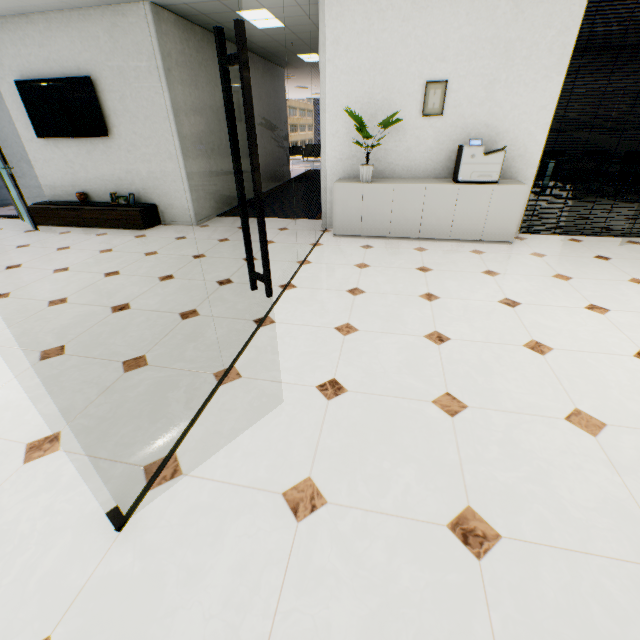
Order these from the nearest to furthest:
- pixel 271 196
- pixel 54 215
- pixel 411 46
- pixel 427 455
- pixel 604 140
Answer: pixel 427 455
pixel 411 46
pixel 54 215
pixel 271 196
pixel 604 140

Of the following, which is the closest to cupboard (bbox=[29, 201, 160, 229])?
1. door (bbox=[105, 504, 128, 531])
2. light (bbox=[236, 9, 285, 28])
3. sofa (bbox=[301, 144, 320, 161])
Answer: light (bbox=[236, 9, 285, 28])

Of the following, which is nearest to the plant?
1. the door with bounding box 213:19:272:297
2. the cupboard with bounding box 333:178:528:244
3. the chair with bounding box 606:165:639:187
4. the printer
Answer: the cupboard with bounding box 333:178:528:244

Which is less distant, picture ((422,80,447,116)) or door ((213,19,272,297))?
door ((213,19,272,297))

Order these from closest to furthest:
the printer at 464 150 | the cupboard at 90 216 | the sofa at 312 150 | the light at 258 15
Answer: the printer at 464 150 < the light at 258 15 < the cupboard at 90 216 < the sofa at 312 150

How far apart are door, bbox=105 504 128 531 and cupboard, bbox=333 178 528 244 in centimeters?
440cm

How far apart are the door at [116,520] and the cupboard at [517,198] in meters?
4.4

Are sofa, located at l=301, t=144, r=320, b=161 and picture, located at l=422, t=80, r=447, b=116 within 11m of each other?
no
